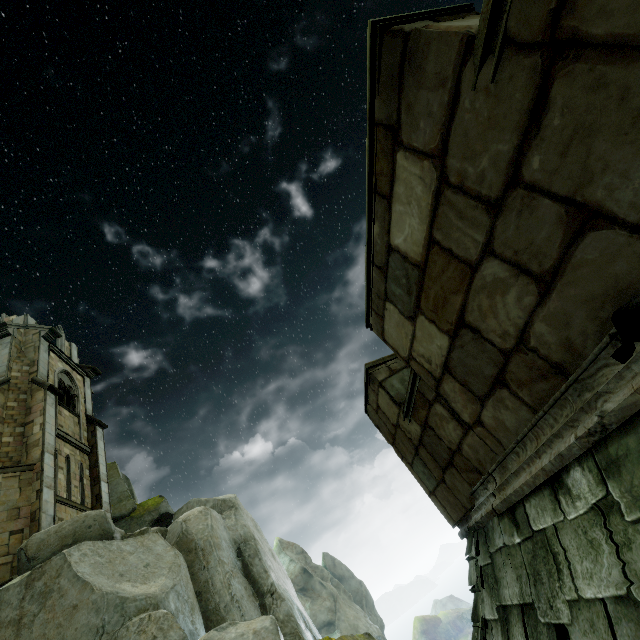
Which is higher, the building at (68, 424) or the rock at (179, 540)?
the building at (68, 424)

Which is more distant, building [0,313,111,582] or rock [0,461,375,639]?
building [0,313,111,582]

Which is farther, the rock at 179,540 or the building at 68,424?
the building at 68,424

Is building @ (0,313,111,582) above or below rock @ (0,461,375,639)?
above

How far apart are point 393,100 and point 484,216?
0.9m
